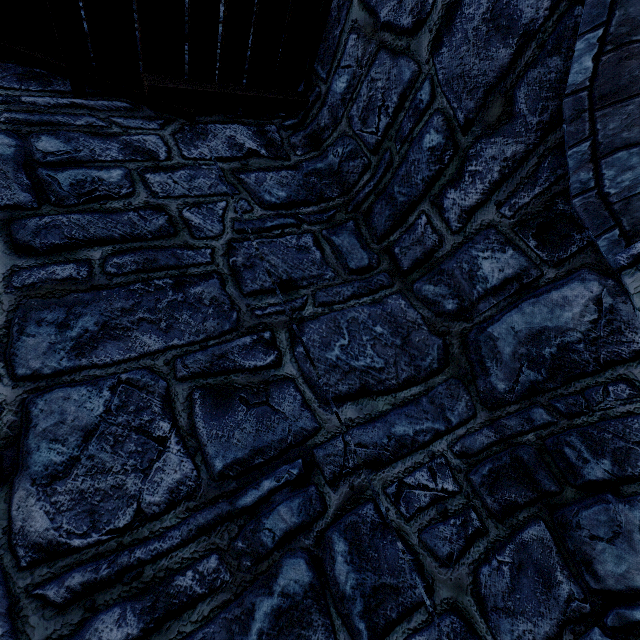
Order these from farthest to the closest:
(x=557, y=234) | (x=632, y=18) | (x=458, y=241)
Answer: (x=458, y=241) < (x=557, y=234) < (x=632, y=18)
